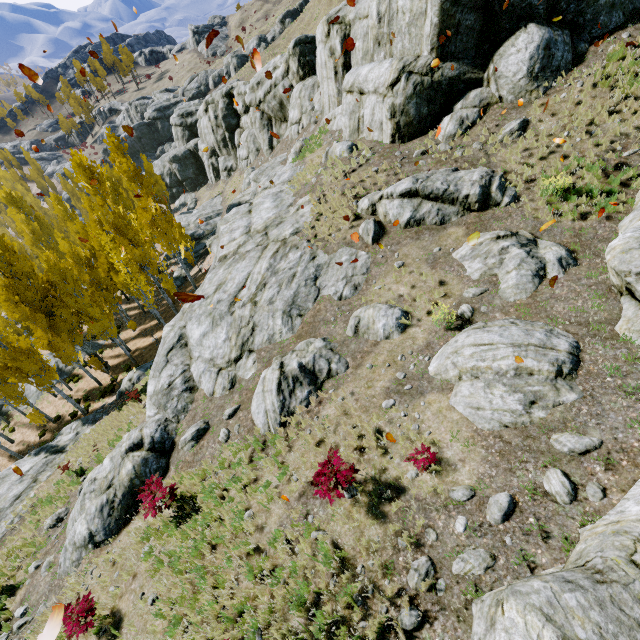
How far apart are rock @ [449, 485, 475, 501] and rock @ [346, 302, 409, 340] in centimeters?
453cm

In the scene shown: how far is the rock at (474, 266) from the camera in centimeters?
886cm

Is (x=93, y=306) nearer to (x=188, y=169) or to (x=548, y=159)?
(x=548, y=159)

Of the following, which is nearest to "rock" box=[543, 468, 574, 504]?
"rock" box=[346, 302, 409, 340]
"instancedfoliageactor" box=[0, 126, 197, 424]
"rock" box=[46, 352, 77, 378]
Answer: "instancedfoliageactor" box=[0, 126, 197, 424]

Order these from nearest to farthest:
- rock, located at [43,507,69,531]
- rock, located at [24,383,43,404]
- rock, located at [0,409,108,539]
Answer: rock, located at [43,507,69,531] < rock, located at [0,409,108,539] < rock, located at [24,383,43,404]

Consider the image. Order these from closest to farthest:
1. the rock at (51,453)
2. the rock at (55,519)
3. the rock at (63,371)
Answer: the rock at (55,519)
the rock at (51,453)
the rock at (63,371)

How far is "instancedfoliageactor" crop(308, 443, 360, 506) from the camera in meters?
6.5 m

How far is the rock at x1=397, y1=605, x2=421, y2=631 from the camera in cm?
507
